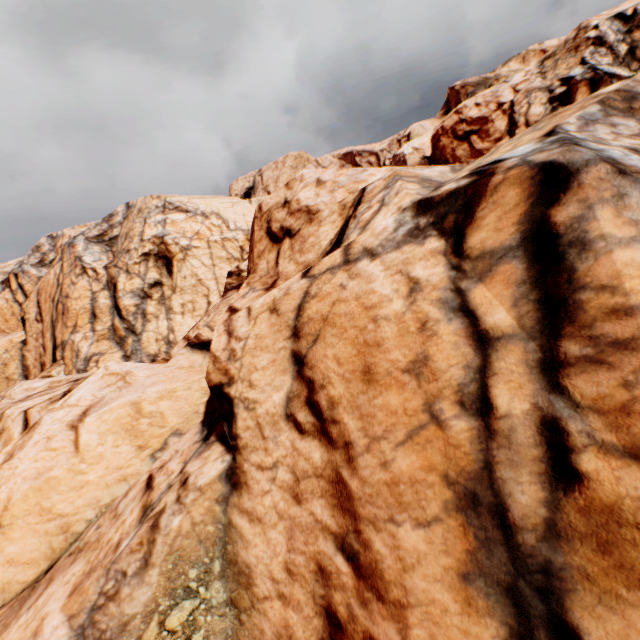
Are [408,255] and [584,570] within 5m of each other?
yes
